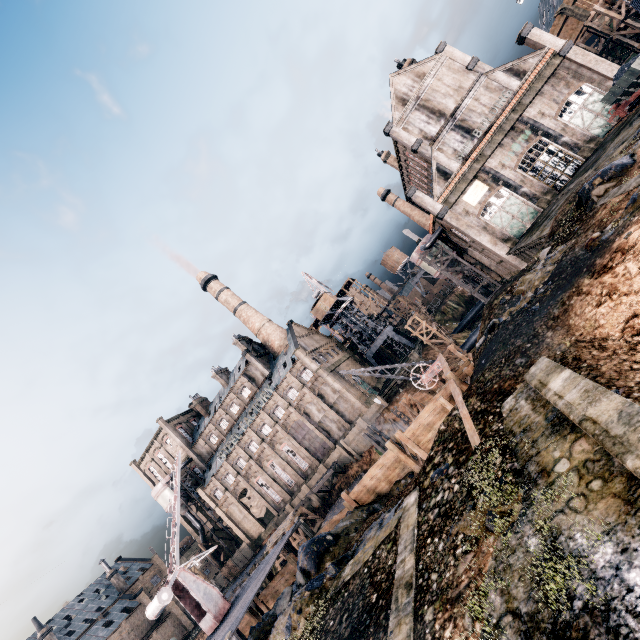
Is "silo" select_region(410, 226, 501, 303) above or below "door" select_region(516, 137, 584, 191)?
above

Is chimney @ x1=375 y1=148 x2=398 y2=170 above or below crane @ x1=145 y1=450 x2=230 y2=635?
above

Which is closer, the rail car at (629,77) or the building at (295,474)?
the rail car at (629,77)

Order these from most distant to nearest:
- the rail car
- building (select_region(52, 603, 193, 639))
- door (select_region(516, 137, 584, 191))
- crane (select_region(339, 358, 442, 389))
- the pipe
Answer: building (select_region(52, 603, 193, 639)) < the pipe < door (select_region(516, 137, 584, 191)) < crane (select_region(339, 358, 442, 389)) < the rail car

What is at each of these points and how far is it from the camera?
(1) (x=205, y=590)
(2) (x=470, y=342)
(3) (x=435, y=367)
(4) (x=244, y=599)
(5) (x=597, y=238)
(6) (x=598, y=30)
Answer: (1) crane, 22.38m
(2) pipe, 51.16m
(3) crane, 26.58m
(4) wooden scaffolding, 19.06m
(5) stone debris, 13.05m
(6) wooden scaffolding, 41.03m

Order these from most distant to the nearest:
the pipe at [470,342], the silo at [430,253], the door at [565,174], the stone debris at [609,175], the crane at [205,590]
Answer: the pipe at [470,342] < the silo at [430,253] < the door at [565,174] < the crane at [205,590] < the stone debris at [609,175]

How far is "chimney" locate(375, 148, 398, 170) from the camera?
53.5 meters

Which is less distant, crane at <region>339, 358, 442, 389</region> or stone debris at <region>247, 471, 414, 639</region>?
stone debris at <region>247, 471, 414, 639</region>
